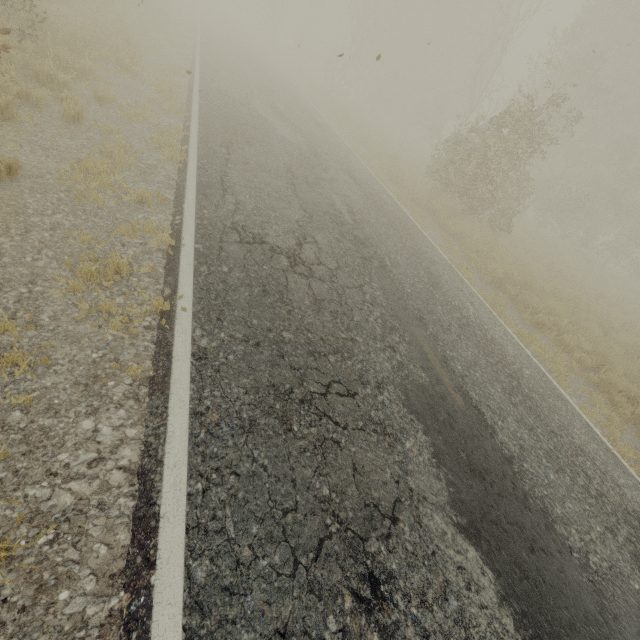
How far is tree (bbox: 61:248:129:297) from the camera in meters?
3.4

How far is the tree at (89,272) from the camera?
3.4 meters

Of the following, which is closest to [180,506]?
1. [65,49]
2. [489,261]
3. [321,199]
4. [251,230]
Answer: [251,230]
